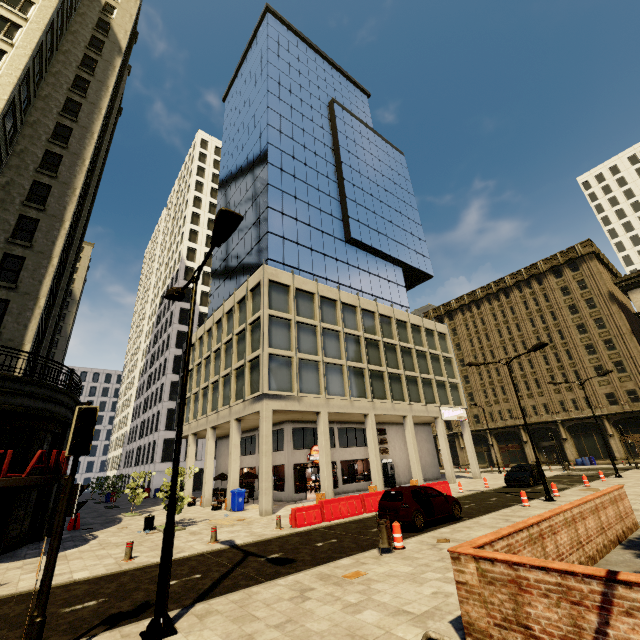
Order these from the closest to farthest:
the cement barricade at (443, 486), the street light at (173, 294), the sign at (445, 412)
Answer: the street light at (173, 294)
the cement barricade at (443, 486)
the sign at (445, 412)

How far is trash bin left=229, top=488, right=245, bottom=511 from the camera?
21.2m

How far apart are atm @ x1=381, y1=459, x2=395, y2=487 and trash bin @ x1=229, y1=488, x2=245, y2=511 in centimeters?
1454cm

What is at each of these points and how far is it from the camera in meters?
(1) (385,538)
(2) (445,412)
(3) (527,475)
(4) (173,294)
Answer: (1) trash bin, 9.6
(2) sign, 32.7
(3) car, 23.4
(4) street light, 9.9

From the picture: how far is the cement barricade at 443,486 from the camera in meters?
20.8 m

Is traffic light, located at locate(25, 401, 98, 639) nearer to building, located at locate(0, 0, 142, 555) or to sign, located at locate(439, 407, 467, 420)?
building, located at locate(0, 0, 142, 555)

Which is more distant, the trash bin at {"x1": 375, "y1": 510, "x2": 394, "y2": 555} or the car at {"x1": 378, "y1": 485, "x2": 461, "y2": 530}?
the car at {"x1": 378, "y1": 485, "x2": 461, "y2": 530}

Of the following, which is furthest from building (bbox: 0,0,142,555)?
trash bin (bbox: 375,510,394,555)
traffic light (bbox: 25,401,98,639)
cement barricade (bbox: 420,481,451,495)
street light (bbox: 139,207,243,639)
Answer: trash bin (bbox: 375,510,394,555)
